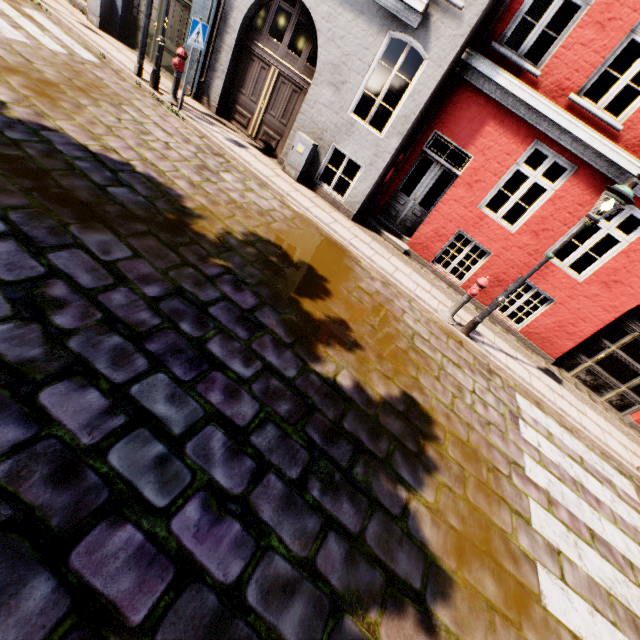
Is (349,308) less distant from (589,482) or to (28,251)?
(28,251)

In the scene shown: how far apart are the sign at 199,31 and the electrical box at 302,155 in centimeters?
275cm

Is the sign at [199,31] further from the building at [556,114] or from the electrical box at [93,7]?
the electrical box at [93,7]

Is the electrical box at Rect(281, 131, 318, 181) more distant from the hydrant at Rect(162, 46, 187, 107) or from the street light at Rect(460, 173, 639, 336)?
the street light at Rect(460, 173, 639, 336)

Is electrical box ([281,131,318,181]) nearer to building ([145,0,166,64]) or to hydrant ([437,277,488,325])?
building ([145,0,166,64])

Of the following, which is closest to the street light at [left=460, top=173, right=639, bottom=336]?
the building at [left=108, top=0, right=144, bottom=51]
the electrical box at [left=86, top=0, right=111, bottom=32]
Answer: the building at [left=108, top=0, right=144, bottom=51]

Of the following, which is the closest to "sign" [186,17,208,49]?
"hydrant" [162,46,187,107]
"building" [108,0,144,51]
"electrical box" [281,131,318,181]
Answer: "hydrant" [162,46,187,107]

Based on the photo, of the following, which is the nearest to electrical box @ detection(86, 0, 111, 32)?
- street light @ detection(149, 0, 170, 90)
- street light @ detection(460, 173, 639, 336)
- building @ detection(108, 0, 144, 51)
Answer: building @ detection(108, 0, 144, 51)
